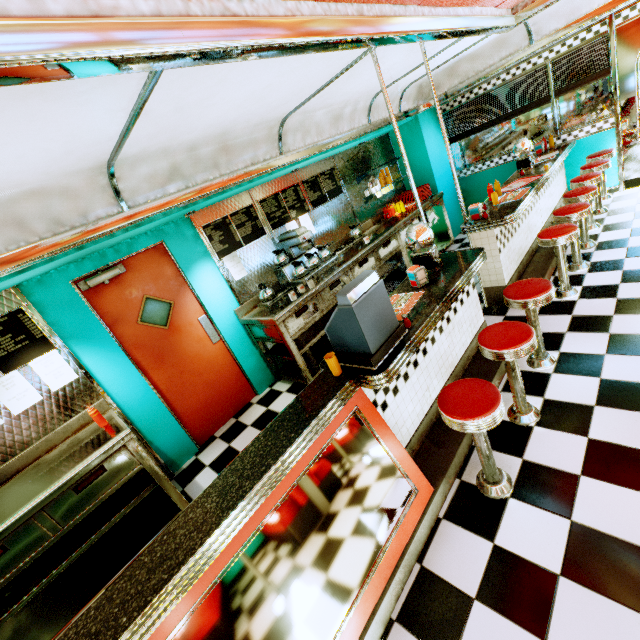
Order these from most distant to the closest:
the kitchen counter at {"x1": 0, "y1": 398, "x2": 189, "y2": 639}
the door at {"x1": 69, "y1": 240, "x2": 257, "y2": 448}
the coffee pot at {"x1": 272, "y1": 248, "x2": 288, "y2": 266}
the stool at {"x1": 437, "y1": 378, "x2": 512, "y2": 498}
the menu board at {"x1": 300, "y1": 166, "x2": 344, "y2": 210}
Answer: the menu board at {"x1": 300, "y1": 166, "x2": 344, "y2": 210} → the coffee pot at {"x1": 272, "y1": 248, "x2": 288, "y2": 266} → the door at {"x1": 69, "y1": 240, "x2": 257, "y2": 448} → the kitchen counter at {"x1": 0, "y1": 398, "x2": 189, "y2": 639} → the stool at {"x1": 437, "y1": 378, "x2": 512, "y2": 498}

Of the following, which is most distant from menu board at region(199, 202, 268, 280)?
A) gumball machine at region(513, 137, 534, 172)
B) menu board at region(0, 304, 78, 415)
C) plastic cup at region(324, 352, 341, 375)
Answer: gumball machine at region(513, 137, 534, 172)

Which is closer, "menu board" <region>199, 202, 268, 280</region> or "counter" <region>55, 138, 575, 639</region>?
"counter" <region>55, 138, 575, 639</region>

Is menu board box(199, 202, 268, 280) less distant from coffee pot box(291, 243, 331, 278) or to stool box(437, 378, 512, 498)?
coffee pot box(291, 243, 331, 278)

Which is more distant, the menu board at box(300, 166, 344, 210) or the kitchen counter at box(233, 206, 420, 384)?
the menu board at box(300, 166, 344, 210)

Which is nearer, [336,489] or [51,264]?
[336,489]

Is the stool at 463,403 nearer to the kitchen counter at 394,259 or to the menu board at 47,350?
the kitchen counter at 394,259

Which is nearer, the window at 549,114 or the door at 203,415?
the door at 203,415
